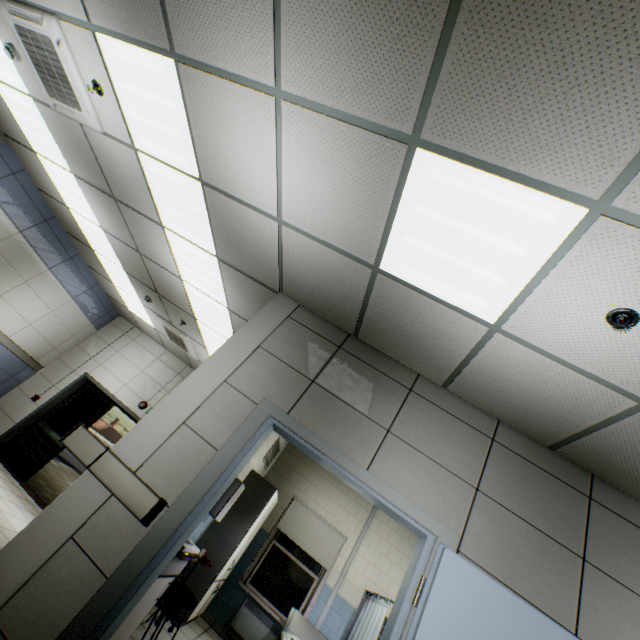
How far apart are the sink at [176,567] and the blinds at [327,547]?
3.9 meters

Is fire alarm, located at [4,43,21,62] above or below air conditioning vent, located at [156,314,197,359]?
above

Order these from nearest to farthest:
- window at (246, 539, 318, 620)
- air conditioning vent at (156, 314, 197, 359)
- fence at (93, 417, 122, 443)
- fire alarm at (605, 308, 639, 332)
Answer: fire alarm at (605, 308, 639, 332), window at (246, 539, 318, 620), air conditioning vent at (156, 314, 197, 359), fence at (93, 417, 122, 443)

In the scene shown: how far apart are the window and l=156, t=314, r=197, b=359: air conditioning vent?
4.1m

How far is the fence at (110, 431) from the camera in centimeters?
3546cm

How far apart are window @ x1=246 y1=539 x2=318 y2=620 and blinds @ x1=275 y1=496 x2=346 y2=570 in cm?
19

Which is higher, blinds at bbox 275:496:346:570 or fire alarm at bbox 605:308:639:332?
fire alarm at bbox 605:308:639:332

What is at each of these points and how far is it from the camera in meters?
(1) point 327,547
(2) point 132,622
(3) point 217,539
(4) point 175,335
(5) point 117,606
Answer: (1) blinds, 6.3
(2) cabinet, 2.6
(3) cabinet, 5.0
(4) air conditioning vent, 7.1
(5) door, 2.0
